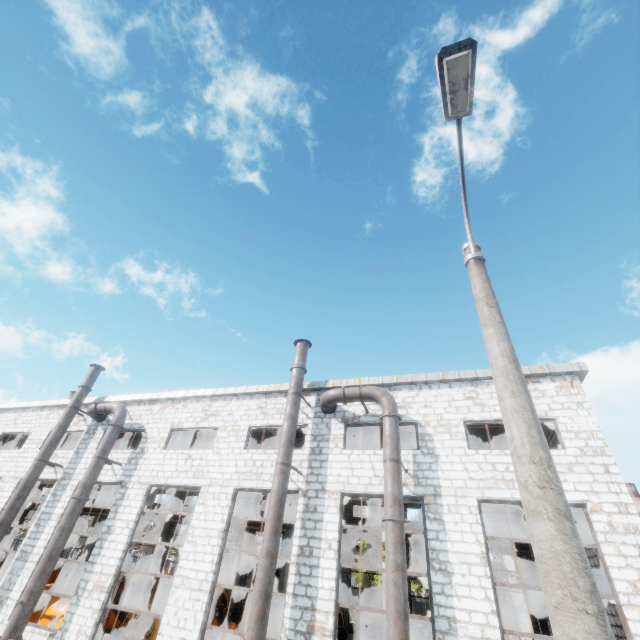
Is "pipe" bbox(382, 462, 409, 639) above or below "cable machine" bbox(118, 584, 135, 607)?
above

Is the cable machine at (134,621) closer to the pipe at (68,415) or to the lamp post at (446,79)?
the pipe at (68,415)

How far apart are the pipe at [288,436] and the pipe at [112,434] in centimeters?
879cm

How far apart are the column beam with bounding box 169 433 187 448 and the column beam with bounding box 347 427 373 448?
12.83m

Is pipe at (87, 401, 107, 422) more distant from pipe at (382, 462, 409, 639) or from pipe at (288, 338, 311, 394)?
pipe at (382, 462, 409, 639)

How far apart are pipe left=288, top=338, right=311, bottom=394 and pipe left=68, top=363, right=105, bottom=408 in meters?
12.7

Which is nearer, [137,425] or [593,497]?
[593,497]

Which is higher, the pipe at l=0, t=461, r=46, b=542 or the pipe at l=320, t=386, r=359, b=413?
the pipe at l=320, t=386, r=359, b=413
